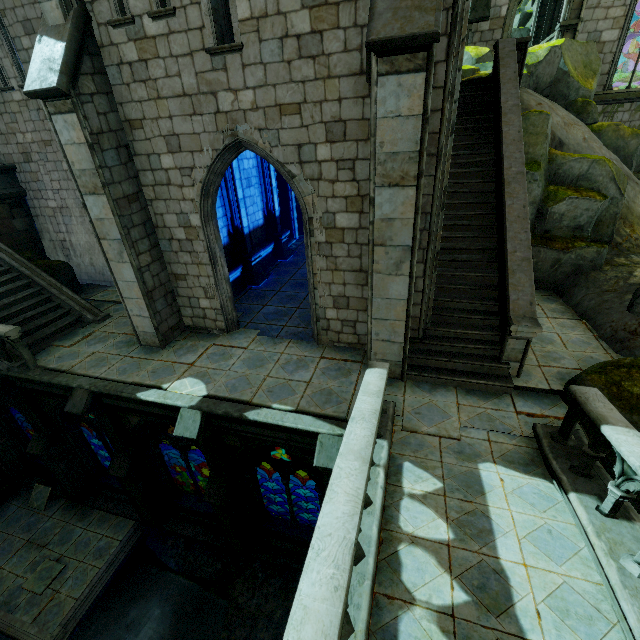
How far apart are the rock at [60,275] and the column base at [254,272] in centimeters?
685cm

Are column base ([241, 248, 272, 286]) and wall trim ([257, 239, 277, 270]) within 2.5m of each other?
yes

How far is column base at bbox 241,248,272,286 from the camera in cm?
1235

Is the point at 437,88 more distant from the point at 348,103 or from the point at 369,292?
the point at 369,292

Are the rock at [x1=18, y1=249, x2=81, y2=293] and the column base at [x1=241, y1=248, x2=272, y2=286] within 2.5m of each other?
no

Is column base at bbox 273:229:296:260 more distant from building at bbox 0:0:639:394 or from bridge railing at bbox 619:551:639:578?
bridge railing at bbox 619:551:639:578

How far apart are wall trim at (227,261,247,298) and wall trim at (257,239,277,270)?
0.7m

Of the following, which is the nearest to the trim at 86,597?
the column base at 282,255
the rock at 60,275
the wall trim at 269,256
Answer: the rock at 60,275
